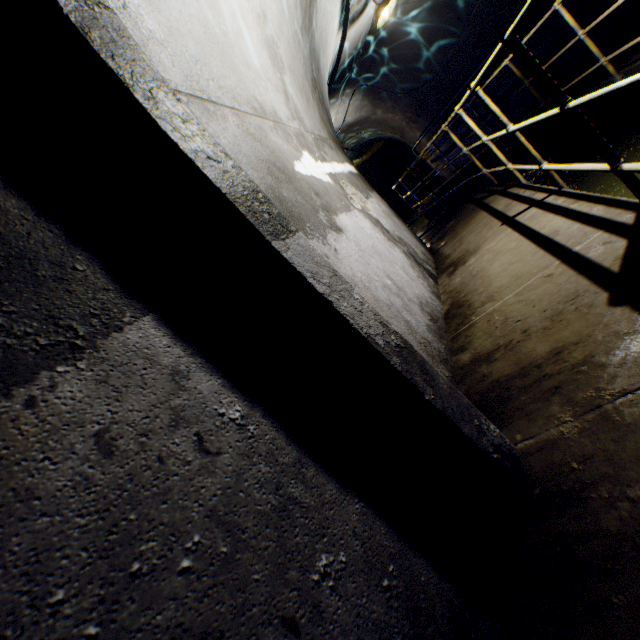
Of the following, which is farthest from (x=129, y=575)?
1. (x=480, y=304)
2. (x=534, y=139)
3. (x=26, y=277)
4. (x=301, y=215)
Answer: (x=534, y=139)

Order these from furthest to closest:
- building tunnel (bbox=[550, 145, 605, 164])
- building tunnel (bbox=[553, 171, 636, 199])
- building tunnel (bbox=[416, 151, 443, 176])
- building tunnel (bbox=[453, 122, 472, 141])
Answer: building tunnel (bbox=[416, 151, 443, 176])
building tunnel (bbox=[453, 122, 472, 141])
building tunnel (bbox=[550, 145, 605, 164])
building tunnel (bbox=[553, 171, 636, 199])

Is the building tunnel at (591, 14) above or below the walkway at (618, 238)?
above

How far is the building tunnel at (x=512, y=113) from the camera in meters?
7.1

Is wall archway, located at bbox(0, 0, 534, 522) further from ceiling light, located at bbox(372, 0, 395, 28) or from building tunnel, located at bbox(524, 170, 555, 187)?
ceiling light, located at bbox(372, 0, 395, 28)

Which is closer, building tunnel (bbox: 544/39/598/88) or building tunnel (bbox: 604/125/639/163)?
building tunnel (bbox: 604/125/639/163)

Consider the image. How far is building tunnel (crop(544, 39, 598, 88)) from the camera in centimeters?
580cm
